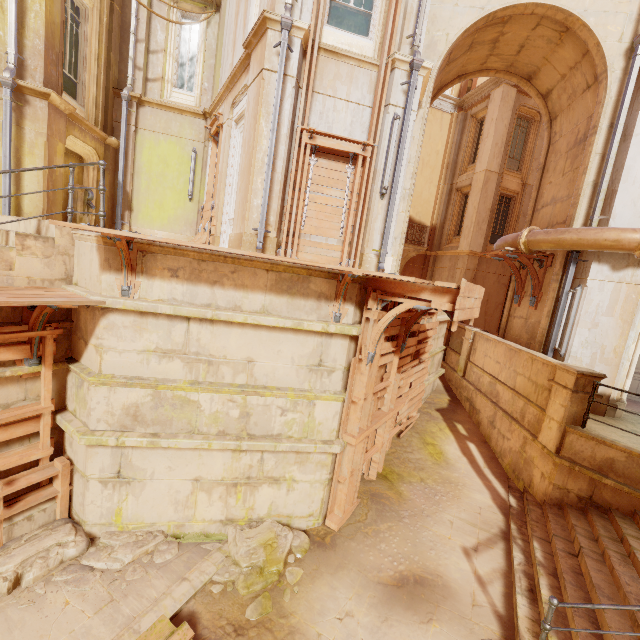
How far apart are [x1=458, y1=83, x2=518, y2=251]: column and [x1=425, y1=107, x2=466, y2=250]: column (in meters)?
1.99

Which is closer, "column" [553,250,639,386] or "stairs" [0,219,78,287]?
"stairs" [0,219,78,287]

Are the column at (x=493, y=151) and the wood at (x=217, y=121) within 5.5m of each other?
no

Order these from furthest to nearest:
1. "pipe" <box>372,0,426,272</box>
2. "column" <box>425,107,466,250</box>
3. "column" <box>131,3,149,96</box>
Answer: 1. "column" <box>425,107,466,250</box>
2. "column" <box>131,3,149,96</box>
3. "pipe" <box>372,0,426,272</box>

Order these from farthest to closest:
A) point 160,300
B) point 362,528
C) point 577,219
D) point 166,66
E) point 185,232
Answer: point 185,232 < point 166,66 < point 577,219 < point 362,528 < point 160,300

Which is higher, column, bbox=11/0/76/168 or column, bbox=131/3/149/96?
column, bbox=131/3/149/96

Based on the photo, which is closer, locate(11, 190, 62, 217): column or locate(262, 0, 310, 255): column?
locate(262, 0, 310, 255): column

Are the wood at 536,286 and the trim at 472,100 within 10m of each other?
no
